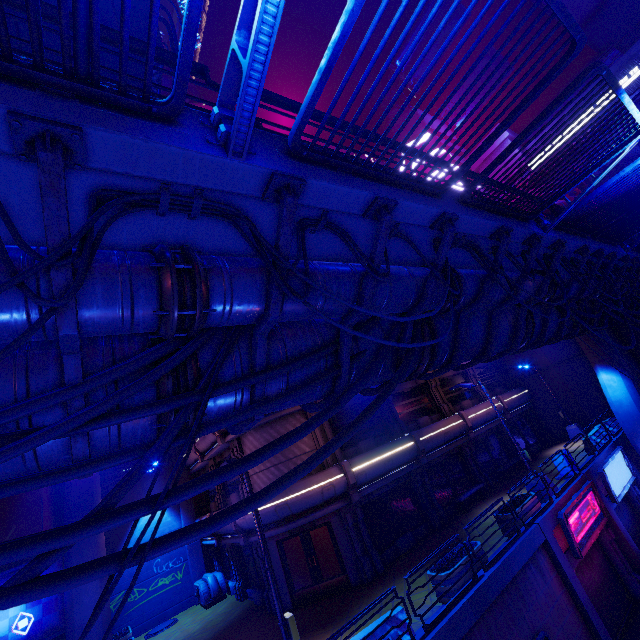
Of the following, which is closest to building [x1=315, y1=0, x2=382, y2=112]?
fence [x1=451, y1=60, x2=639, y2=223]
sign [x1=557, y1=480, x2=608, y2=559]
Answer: sign [x1=557, y1=480, x2=608, y2=559]

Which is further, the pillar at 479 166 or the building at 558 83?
the pillar at 479 166

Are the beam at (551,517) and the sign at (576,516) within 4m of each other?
yes

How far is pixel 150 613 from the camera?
19.4m

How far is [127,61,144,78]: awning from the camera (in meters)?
7.61

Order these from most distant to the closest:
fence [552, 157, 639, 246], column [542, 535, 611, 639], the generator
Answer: the generator
column [542, 535, 611, 639]
fence [552, 157, 639, 246]

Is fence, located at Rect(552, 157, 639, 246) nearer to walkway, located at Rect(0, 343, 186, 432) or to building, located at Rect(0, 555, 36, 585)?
walkway, located at Rect(0, 343, 186, 432)

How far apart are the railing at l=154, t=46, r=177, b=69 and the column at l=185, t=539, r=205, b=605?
25.51m
